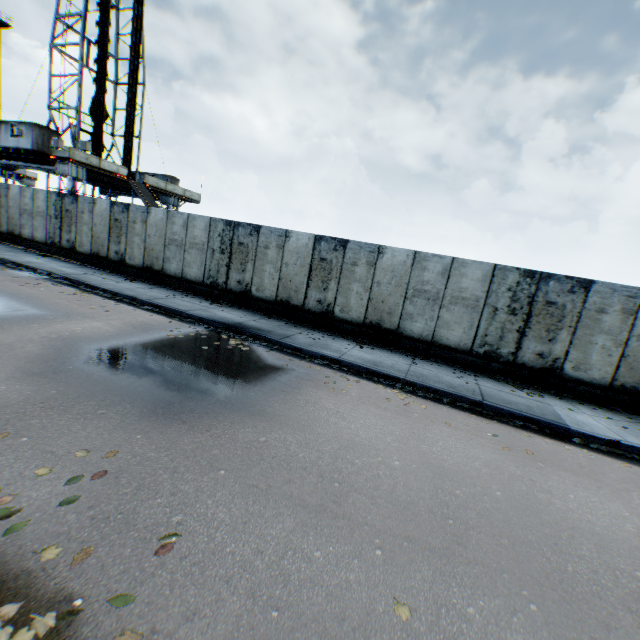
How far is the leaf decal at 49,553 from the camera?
2.6m

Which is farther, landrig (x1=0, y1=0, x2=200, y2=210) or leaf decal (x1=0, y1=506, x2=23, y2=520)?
landrig (x1=0, y1=0, x2=200, y2=210)

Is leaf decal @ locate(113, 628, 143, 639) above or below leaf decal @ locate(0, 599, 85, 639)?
above

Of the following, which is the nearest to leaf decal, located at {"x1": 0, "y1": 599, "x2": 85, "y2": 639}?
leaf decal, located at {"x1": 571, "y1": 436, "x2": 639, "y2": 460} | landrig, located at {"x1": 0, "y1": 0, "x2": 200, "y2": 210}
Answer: leaf decal, located at {"x1": 571, "y1": 436, "x2": 639, "y2": 460}

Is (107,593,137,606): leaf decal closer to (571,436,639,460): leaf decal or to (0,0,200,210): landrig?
(571,436,639,460): leaf decal

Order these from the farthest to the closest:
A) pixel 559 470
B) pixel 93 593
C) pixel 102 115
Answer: pixel 102 115, pixel 559 470, pixel 93 593
